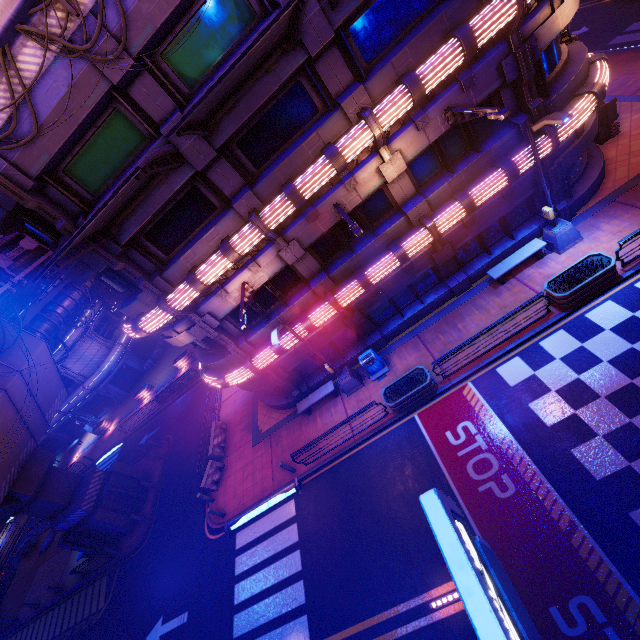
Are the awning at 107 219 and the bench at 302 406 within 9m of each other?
no

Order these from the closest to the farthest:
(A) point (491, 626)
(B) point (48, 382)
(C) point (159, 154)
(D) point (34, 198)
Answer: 1. (A) point (491, 626)
2. (C) point (159, 154)
3. (D) point (34, 198)
4. (B) point (48, 382)

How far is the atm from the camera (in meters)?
14.94

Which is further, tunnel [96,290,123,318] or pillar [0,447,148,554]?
tunnel [96,290,123,318]

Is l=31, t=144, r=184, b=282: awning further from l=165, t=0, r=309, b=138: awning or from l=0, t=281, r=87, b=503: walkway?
l=0, t=281, r=87, b=503: walkway

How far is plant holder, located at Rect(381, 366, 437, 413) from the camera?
13.3m

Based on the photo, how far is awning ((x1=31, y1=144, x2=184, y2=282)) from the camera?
7.21m

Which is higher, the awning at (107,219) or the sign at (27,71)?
the sign at (27,71)
